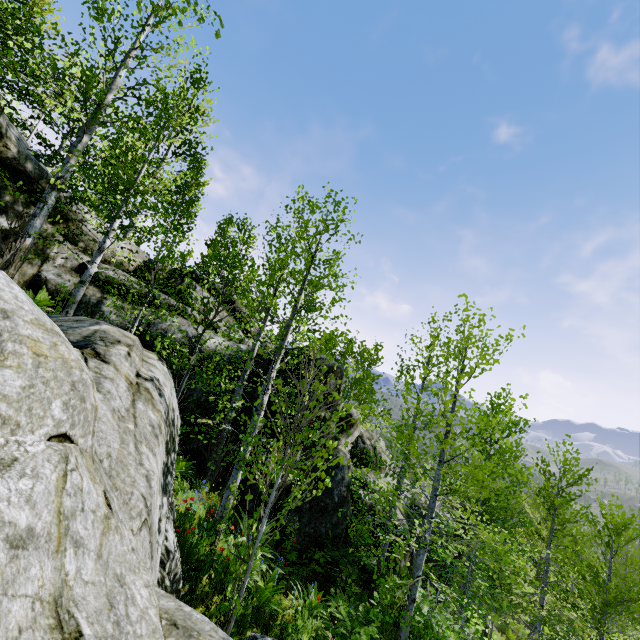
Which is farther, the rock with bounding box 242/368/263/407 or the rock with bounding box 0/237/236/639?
the rock with bounding box 242/368/263/407

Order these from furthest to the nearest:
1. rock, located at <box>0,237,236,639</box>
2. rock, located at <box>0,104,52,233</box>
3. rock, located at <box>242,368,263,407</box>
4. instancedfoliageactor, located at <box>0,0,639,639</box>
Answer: rock, located at <box>242,368,263,407</box>
rock, located at <box>0,104,52,233</box>
instancedfoliageactor, located at <box>0,0,639,639</box>
rock, located at <box>0,237,236,639</box>

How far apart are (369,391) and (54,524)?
31.92m

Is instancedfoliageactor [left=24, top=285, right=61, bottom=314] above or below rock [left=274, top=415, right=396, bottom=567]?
above

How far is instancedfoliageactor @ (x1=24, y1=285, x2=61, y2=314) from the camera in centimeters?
813cm

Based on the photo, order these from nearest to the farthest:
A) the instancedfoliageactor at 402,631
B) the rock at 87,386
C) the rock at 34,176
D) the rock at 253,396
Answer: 1. the rock at 87,386
2. the instancedfoliageactor at 402,631
3. the rock at 34,176
4. the rock at 253,396

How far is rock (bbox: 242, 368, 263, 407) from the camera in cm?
1018

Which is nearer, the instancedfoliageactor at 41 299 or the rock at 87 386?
the rock at 87 386
